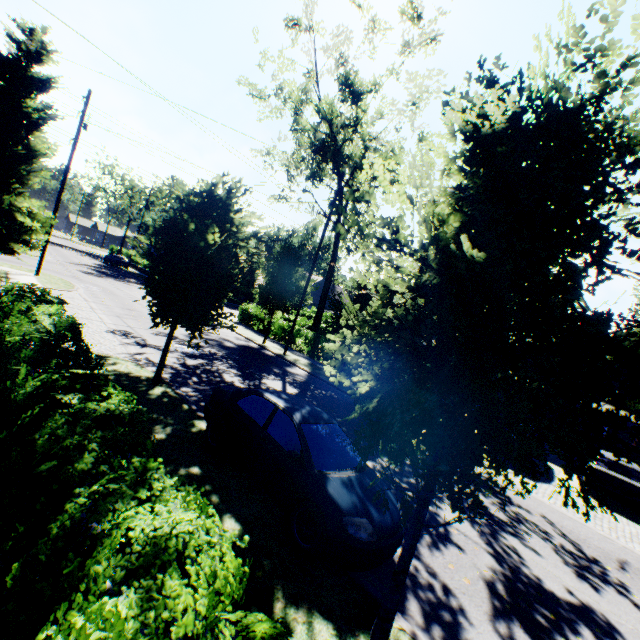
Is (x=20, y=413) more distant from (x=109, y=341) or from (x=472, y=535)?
(x=109, y=341)

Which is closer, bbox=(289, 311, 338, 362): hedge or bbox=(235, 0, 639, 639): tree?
bbox=(235, 0, 639, 639): tree

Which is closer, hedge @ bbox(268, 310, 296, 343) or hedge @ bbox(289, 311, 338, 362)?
hedge @ bbox(289, 311, 338, 362)

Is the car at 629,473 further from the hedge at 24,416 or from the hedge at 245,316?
the hedge at 245,316

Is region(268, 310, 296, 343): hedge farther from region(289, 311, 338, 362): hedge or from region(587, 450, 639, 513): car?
region(289, 311, 338, 362): hedge

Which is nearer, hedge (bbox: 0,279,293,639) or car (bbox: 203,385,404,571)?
hedge (bbox: 0,279,293,639)

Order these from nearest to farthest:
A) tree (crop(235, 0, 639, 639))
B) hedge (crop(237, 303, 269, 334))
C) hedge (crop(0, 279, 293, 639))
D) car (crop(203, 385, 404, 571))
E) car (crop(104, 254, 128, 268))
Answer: hedge (crop(0, 279, 293, 639)) → tree (crop(235, 0, 639, 639)) → car (crop(203, 385, 404, 571)) → hedge (crop(237, 303, 269, 334)) → car (crop(104, 254, 128, 268))

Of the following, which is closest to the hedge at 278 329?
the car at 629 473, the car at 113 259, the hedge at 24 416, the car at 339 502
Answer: the car at 339 502
